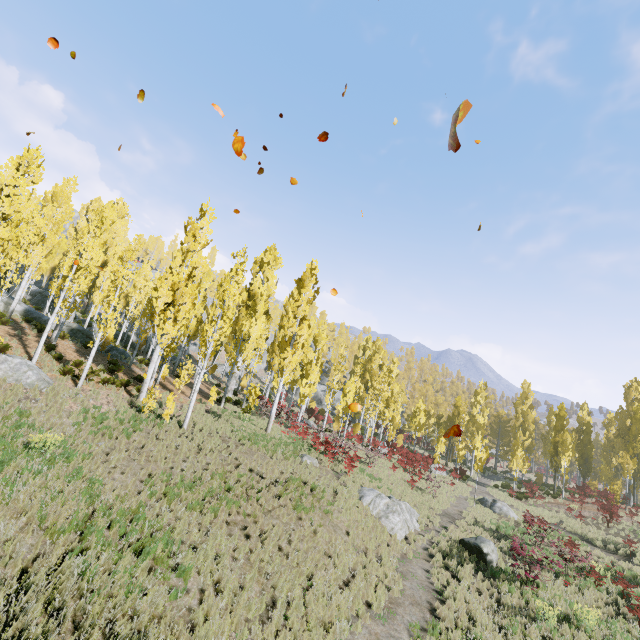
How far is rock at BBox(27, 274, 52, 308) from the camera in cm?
3534

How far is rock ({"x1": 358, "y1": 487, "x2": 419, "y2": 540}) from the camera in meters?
15.5 m

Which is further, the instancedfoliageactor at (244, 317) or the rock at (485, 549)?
the rock at (485, 549)

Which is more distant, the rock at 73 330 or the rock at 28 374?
the rock at 73 330

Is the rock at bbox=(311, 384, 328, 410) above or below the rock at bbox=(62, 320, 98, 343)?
below

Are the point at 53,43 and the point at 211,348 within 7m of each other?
no

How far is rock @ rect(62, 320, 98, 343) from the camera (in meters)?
25.47

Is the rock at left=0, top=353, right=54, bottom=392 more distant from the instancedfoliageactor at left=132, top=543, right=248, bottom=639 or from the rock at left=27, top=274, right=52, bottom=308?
the rock at left=27, top=274, right=52, bottom=308
